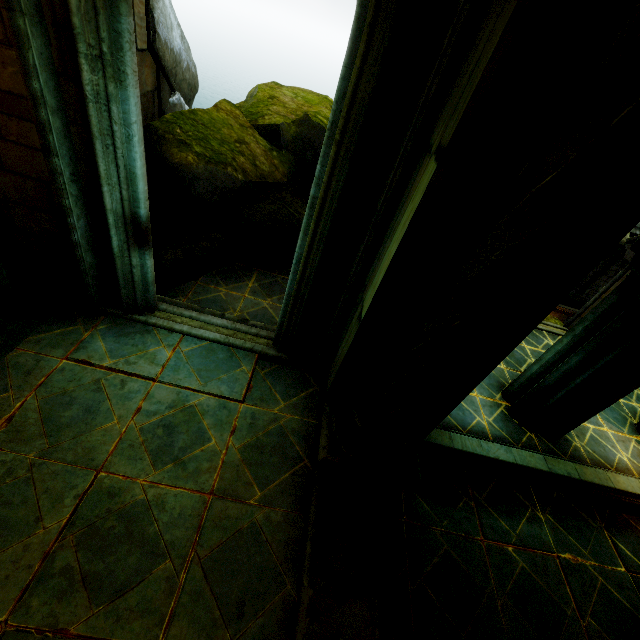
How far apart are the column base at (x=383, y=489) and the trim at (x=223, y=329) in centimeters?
91cm

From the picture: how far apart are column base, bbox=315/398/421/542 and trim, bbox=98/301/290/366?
0.91m

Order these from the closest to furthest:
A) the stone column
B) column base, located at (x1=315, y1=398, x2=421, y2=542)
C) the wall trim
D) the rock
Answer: the stone column < the wall trim < column base, located at (x1=315, y1=398, x2=421, y2=542) < the rock

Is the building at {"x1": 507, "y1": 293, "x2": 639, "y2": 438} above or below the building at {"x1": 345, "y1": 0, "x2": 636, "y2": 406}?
below

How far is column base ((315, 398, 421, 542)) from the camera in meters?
3.5 m

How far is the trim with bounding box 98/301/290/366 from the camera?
4.53m

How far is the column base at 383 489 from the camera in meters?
3.5 m

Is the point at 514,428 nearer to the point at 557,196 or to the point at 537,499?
the point at 537,499
